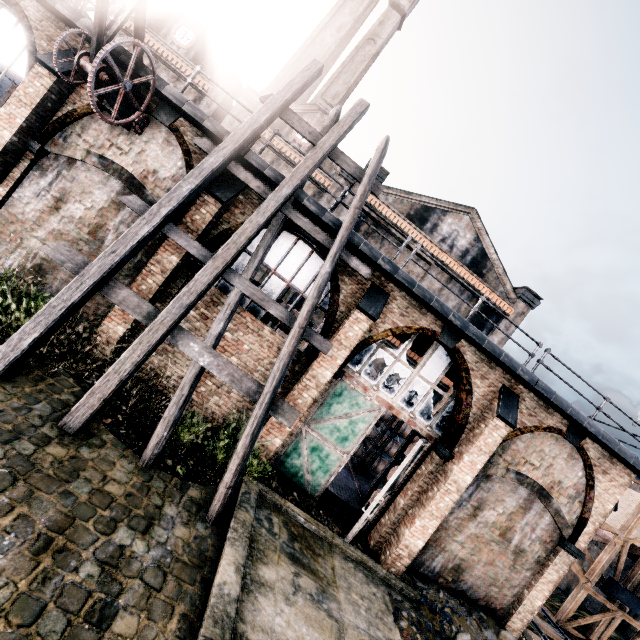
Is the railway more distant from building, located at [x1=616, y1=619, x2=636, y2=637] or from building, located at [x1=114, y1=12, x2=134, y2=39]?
building, located at [x1=616, y1=619, x2=636, y2=637]

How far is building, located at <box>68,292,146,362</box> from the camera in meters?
9.9

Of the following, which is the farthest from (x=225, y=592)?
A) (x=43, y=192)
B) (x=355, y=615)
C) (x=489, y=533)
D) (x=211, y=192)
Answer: (x=43, y=192)

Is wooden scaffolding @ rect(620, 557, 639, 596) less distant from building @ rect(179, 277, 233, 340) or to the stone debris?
building @ rect(179, 277, 233, 340)

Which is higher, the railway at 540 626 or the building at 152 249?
the building at 152 249

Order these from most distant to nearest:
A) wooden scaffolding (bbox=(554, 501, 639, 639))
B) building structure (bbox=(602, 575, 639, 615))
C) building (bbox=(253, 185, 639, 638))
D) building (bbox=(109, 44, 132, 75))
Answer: wooden scaffolding (bbox=(554, 501, 639, 639)), building structure (bbox=(602, 575, 639, 615)), building (bbox=(253, 185, 639, 638)), building (bbox=(109, 44, 132, 75))

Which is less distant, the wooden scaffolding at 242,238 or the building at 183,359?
the wooden scaffolding at 242,238

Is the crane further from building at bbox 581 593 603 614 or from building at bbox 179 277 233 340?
building at bbox 581 593 603 614
